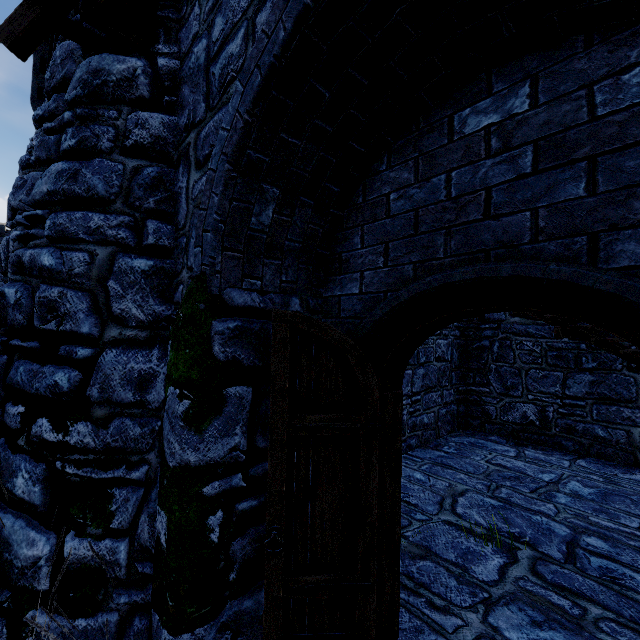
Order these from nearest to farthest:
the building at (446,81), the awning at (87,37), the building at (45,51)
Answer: the building at (446,81), the awning at (87,37), the building at (45,51)

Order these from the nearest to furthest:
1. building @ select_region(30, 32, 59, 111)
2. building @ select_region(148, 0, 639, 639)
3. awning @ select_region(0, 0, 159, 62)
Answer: building @ select_region(148, 0, 639, 639), awning @ select_region(0, 0, 159, 62), building @ select_region(30, 32, 59, 111)

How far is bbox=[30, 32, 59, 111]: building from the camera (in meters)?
13.31

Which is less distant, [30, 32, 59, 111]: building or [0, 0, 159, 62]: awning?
[0, 0, 159, 62]: awning

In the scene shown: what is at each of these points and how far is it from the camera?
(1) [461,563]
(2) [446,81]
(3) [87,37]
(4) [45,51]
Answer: (1) building, 3.55m
(2) building, 2.00m
(3) awning, 3.00m
(4) building, 15.25m

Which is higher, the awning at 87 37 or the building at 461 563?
the awning at 87 37

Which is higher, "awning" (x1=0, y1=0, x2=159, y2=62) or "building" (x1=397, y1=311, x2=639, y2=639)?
"awning" (x1=0, y1=0, x2=159, y2=62)
